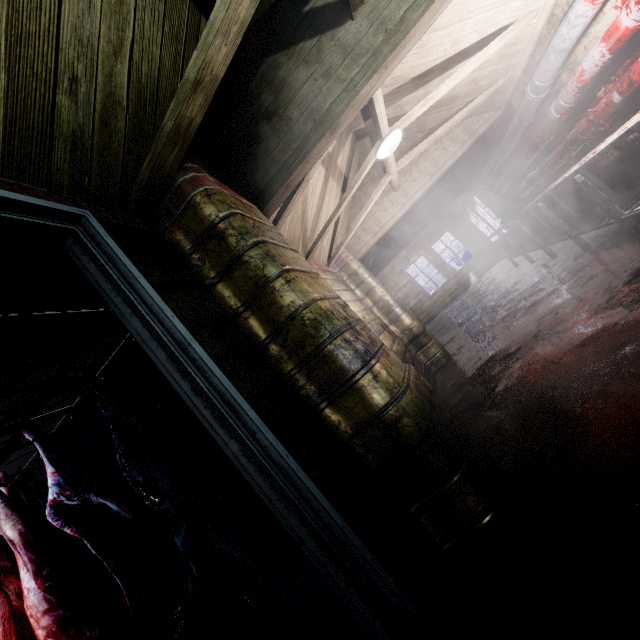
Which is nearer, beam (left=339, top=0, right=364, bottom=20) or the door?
the door

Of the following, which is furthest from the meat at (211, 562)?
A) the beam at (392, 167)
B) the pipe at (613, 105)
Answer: the pipe at (613, 105)

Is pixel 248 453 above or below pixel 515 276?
above

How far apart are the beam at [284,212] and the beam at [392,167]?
0.2 meters

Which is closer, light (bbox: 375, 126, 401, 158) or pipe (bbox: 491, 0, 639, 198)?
pipe (bbox: 491, 0, 639, 198)

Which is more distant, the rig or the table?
the table

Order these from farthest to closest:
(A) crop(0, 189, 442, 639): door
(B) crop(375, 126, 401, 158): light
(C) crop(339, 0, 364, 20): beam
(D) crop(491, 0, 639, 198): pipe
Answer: (B) crop(375, 126, 401, 158): light → (D) crop(491, 0, 639, 198): pipe → (C) crop(339, 0, 364, 20): beam → (A) crop(0, 189, 442, 639): door

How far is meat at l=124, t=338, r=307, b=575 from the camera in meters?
2.2
